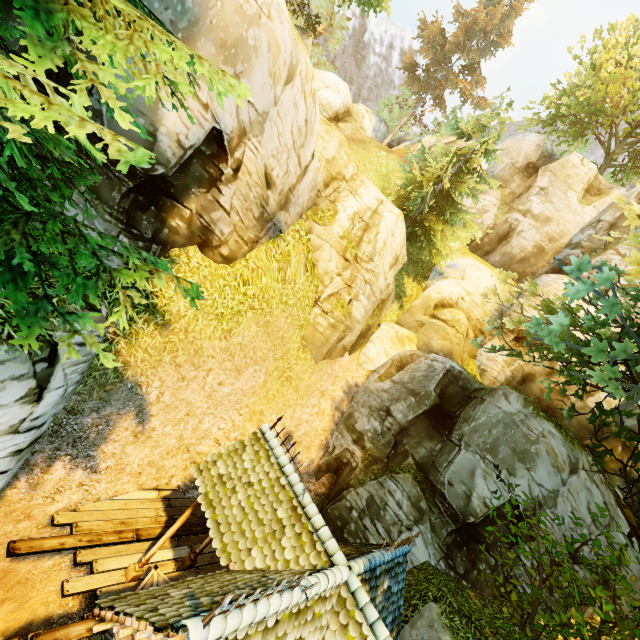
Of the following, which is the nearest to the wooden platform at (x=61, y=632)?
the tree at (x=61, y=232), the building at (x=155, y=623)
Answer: the building at (x=155, y=623)

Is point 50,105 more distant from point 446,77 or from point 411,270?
point 446,77

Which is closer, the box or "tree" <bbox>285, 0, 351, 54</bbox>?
the box

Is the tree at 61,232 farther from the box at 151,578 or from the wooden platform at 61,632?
the box at 151,578

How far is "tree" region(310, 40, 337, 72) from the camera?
38.9 meters

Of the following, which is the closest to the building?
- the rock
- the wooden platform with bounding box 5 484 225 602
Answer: the wooden platform with bounding box 5 484 225 602

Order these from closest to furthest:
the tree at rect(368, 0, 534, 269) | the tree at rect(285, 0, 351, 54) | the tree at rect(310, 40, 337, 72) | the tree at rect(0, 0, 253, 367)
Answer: the tree at rect(0, 0, 253, 367) → the tree at rect(285, 0, 351, 54) → the tree at rect(368, 0, 534, 269) → the tree at rect(310, 40, 337, 72)

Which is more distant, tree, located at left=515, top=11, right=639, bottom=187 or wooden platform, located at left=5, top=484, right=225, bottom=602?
tree, located at left=515, top=11, right=639, bottom=187
